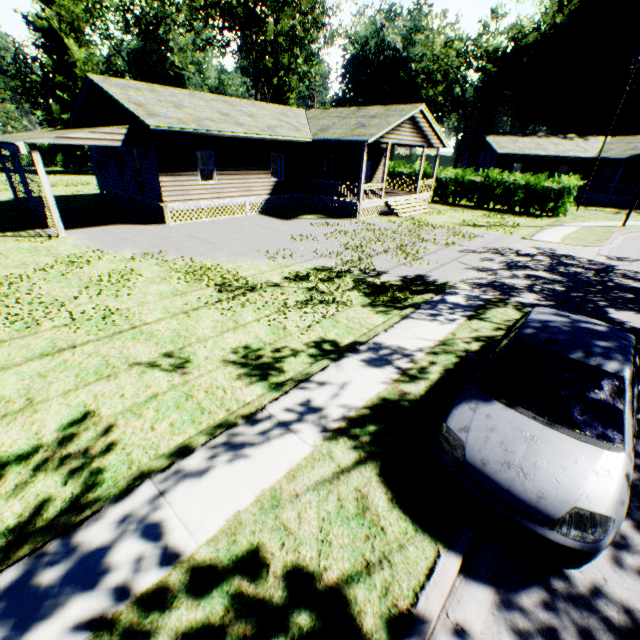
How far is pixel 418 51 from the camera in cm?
5866

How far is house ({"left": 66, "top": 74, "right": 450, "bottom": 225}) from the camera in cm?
1605

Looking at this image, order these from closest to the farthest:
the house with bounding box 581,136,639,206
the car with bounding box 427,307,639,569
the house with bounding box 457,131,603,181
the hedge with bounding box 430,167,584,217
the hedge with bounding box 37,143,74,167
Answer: the car with bounding box 427,307,639,569
the hedge with bounding box 430,167,584,217
the house with bounding box 581,136,639,206
the house with bounding box 457,131,603,181
the hedge with bounding box 37,143,74,167

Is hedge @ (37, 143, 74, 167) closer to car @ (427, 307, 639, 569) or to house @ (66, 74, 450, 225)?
house @ (66, 74, 450, 225)

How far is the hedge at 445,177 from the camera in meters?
24.4 m

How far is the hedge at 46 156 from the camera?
43.5m

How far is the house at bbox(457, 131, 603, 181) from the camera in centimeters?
3494cm

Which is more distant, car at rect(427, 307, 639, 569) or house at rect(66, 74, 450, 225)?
house at rect(66, 74, 450, 225)
